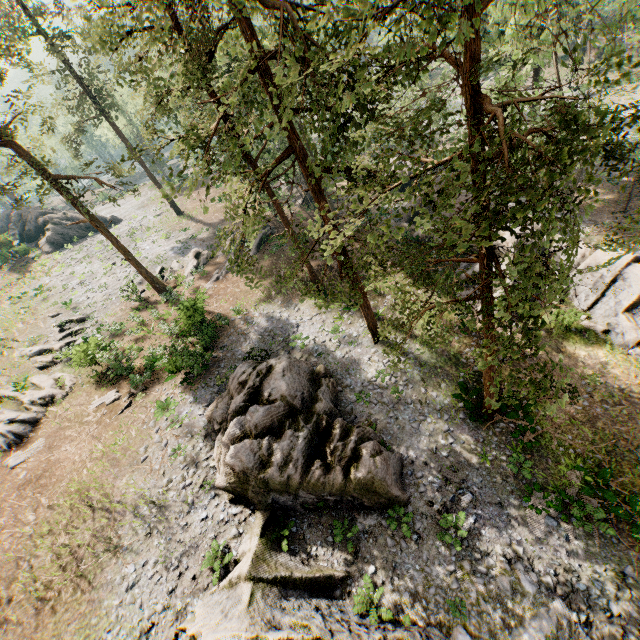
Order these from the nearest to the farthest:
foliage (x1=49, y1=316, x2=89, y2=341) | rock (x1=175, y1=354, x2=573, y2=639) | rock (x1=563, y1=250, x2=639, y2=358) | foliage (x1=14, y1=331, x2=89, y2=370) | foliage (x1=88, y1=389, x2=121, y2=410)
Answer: rock (x1=175, y1=354, x2=573, y2=639)
rock (x1=563, y1=250, x2=639, y2=358)
foliage (x1=88, y1=389, x2=121, y2=410)
foliage (x1=14, y1=331, x2=89, y2=370)
foliage (x1=49, y1=316, x2=89, y2=341)

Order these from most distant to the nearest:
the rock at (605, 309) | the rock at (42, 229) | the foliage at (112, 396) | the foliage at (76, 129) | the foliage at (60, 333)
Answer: the rock at (42, 229), the foliage at (60, 333), the foliage at (112, 396), the rock at (605, 309), the foliage at (76, 129)

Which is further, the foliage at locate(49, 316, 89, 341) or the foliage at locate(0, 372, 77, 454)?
the foliage at locate(49, 316, 89, 341)

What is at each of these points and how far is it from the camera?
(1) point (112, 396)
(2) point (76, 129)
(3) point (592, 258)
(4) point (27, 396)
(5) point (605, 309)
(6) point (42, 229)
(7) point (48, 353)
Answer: (1) foliage, 20.7m
(2) foliage, 33.2m
(3) rock, 19.8m
(4) foliage, 21.3m
(5) rock, 18.9m
(6) rock, 44.4m
(7) foliage, 25.1m

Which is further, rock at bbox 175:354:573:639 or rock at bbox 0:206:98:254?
rock at bbox 0:206:98:254

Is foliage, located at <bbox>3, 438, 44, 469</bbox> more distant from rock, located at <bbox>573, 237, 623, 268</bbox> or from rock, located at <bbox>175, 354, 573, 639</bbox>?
rock, located at <bbox>175, 354, 573, 639</bbox>

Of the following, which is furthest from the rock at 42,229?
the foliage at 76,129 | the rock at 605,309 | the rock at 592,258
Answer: the rock at 592,258
